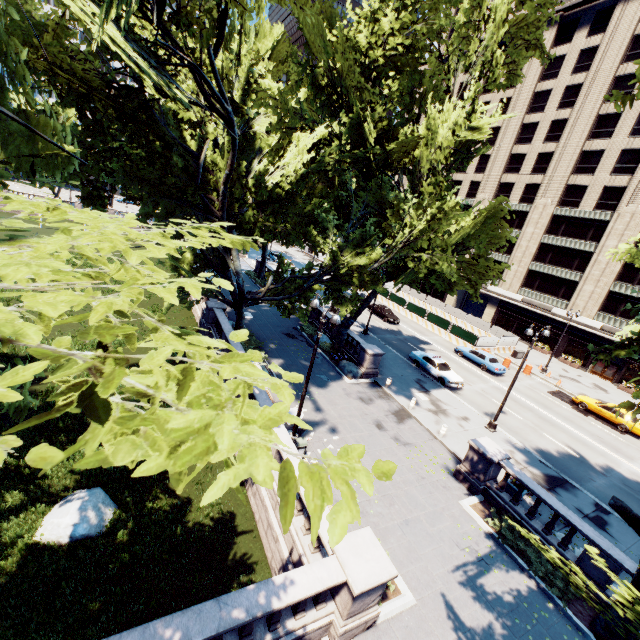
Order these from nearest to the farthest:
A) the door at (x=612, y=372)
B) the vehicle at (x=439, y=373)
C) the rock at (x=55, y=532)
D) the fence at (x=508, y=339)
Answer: the rock at (x=55, y=532)
the vehicle at (x=439, y=373)
the fence at (x=508, y=339)
the door at (x=612, y=372)

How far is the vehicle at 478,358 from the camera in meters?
31.1 m

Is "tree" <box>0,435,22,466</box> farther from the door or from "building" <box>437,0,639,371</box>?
the door

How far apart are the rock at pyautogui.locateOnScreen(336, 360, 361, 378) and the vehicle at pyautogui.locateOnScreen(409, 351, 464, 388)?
6.74m

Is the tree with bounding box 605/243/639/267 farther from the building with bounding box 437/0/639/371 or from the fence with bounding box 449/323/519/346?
the fence with bounding box 449/323/519/346

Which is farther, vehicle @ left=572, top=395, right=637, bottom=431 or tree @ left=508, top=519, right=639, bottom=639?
vehicle @ left=572, top=395, right=637, bottom=431

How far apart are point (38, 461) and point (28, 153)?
5.0m

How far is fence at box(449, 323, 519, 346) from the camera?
36.2 meters
